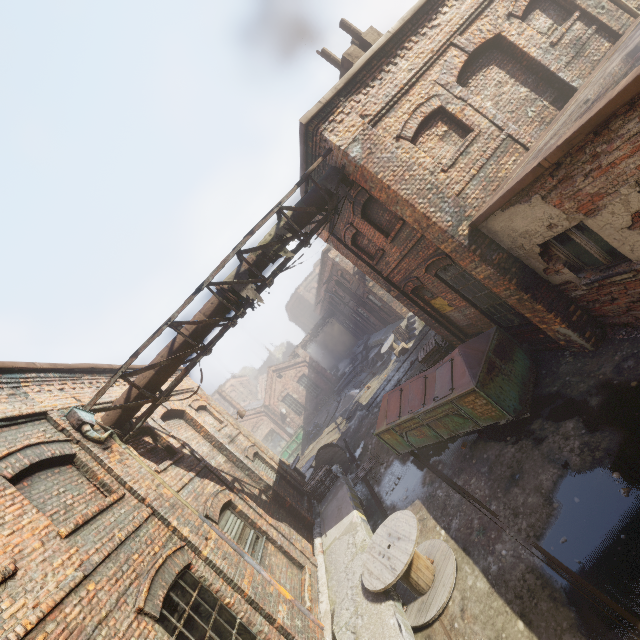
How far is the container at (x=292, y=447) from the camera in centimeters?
2756cm

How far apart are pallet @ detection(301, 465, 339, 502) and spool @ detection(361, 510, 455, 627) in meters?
5.1

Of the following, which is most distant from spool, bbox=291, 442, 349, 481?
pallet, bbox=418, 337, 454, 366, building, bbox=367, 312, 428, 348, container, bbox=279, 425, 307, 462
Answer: container, bbox=279, 425, 307, 462

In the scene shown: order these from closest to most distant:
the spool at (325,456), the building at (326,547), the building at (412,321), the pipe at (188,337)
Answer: the building at (326,547), the pipe at (188,337), the spool at (325,456), the building at (412,321)

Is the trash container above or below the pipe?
below

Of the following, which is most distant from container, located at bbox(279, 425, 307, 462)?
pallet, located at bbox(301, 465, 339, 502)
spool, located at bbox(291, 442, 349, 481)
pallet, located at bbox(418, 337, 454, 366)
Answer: pallet, located at bbox(418, 337, 454, 366)

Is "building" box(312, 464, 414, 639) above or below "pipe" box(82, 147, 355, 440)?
below

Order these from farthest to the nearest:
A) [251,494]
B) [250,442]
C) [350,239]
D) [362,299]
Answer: [362,299] < [250,442] < [350,239] < [251,494]
